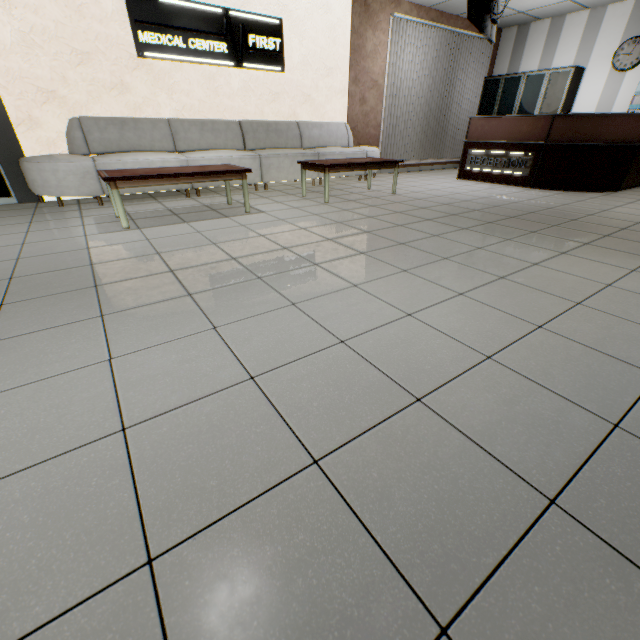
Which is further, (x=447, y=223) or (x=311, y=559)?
(x=447, y=223)

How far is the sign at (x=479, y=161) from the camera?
6.0 meters

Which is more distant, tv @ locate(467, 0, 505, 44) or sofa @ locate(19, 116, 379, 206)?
sofa @ locate(19, 116, 379, 206)

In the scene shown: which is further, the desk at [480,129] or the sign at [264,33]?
the desk at [480,129]

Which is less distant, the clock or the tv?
the tv

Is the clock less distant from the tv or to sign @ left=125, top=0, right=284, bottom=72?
the tv

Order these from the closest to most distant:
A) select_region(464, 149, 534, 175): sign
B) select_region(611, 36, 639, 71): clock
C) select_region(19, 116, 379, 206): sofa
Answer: select_region(19, 116, 379, 206): sofa → select_region(464, 149, 534, 175): sign → select_region(611, 36, 639, 71): clock

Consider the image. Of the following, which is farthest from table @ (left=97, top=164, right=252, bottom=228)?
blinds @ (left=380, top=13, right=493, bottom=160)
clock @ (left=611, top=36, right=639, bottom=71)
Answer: clock @ (left=611, top=36, right=639, bottom=71)
